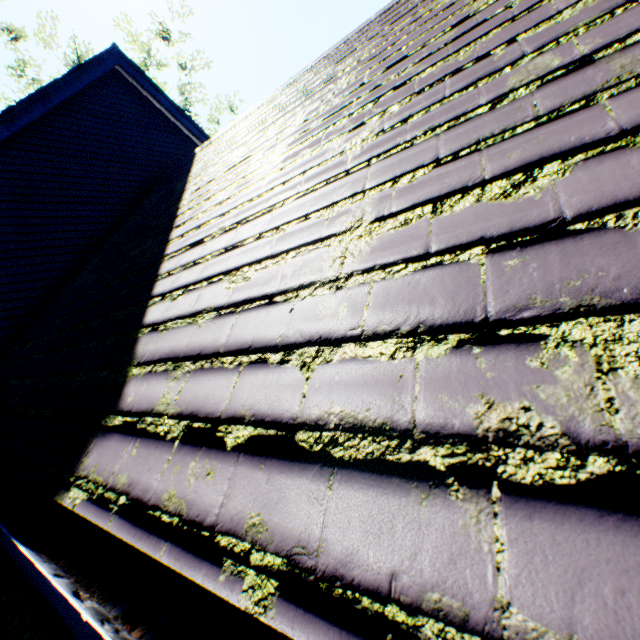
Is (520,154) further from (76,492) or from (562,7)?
(76,492)
